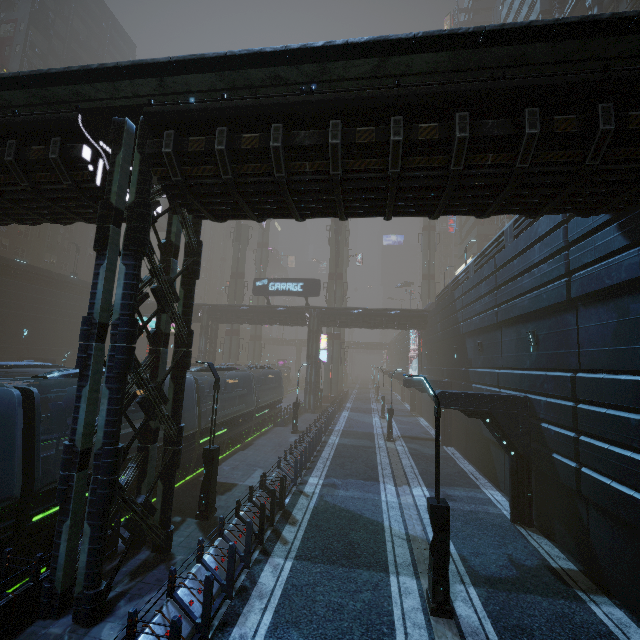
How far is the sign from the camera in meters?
35.3

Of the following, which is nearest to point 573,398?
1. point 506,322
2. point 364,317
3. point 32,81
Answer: point 506,322

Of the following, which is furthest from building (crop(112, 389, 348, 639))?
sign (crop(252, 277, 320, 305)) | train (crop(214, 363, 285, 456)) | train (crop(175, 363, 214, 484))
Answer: train (crop(175, 363, 214, 484))

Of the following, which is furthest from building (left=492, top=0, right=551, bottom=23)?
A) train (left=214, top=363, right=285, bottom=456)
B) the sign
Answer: the sign

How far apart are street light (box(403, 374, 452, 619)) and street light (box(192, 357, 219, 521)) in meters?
7.2 m

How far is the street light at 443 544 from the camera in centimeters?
762cm

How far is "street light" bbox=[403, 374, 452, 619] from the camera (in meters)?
7.62

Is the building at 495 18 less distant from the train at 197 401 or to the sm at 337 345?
the sm at 337 345
